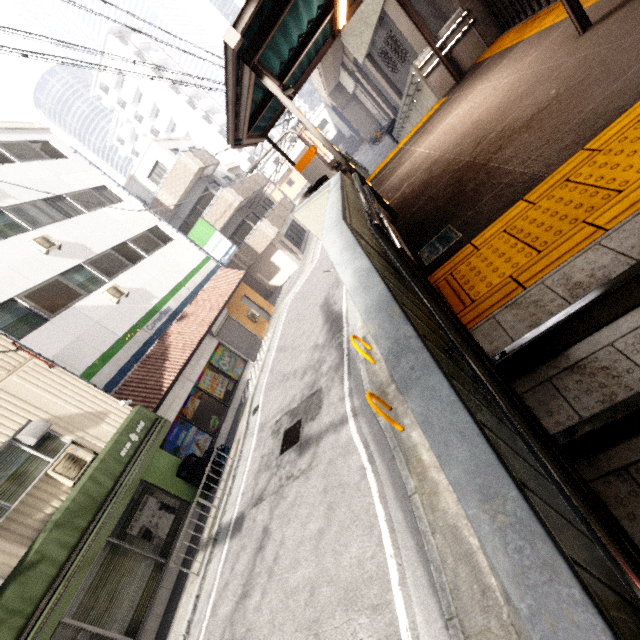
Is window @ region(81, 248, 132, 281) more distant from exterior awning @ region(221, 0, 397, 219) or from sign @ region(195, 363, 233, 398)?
exterior awning @ region(221, 0, 397, 219)

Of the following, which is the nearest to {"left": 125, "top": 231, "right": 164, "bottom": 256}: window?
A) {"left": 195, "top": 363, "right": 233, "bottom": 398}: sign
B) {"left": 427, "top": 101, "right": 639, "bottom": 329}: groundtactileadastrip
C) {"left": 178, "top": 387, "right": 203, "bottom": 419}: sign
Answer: {"left": 195, "top": 363, "right": 233, "bottom": 398}: sign

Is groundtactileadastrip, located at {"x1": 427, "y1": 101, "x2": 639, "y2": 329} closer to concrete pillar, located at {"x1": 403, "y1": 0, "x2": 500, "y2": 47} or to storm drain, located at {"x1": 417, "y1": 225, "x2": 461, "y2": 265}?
storm drain, located at {"x1": 417, "y1": 225, "x2": 461, "y2": 265}

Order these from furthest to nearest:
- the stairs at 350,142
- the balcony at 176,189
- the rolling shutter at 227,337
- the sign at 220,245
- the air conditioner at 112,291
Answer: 1. the stairs at 350,142
2. the balcony at 176,189
3. the sign at 220,245
4. the rolling shutter at 227,337
5. the air conditioner at 112,291

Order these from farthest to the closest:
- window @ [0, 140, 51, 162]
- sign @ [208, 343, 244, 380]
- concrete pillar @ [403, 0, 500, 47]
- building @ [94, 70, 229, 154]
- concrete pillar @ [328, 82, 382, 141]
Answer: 1. building @ [94, 70, 229, 154]
2. concrete pillar @ [328, 82, 382, 141]
3. sign @ [208, 343, 244, 380]
4. window @ [0, 140, 51, 162]
5. concrete pillar @ [403, 0, 500, 47]

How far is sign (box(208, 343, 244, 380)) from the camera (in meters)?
14.21

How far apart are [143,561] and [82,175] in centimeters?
1707cm

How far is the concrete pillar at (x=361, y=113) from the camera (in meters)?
35.03
